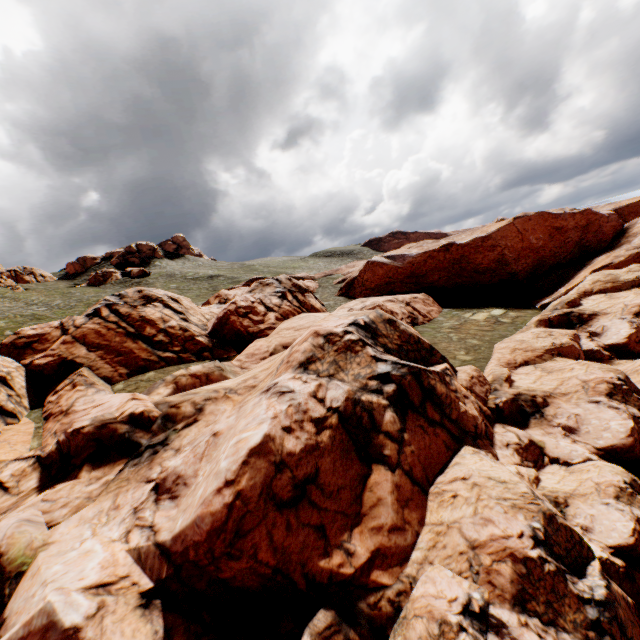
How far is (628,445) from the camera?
13.07m
